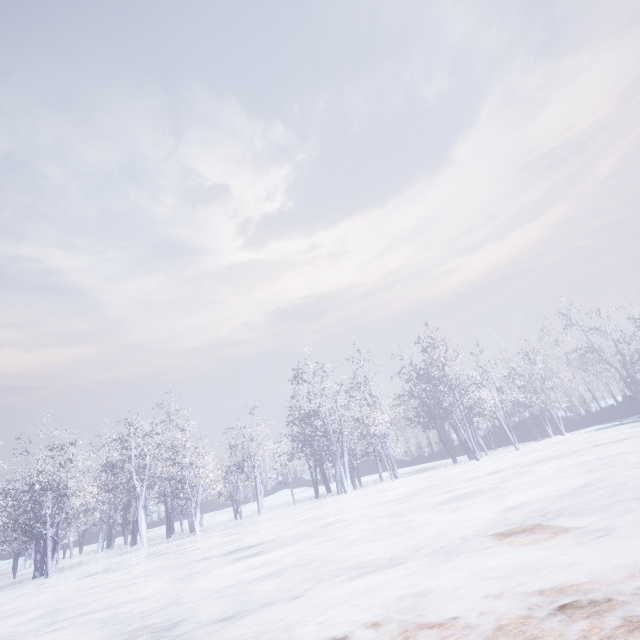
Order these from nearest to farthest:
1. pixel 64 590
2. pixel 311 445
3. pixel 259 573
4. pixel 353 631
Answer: pixel 353 631
pixel 259 573
pixel 64 590
pixel 311 445
